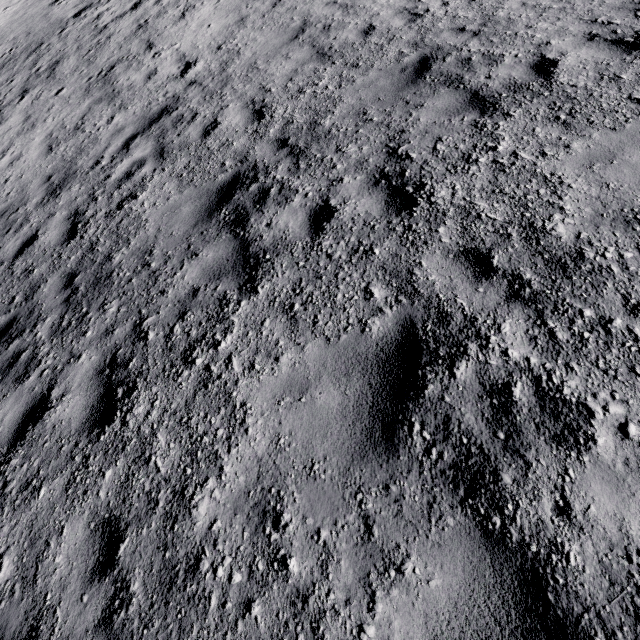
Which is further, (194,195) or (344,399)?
→ (194,195)
